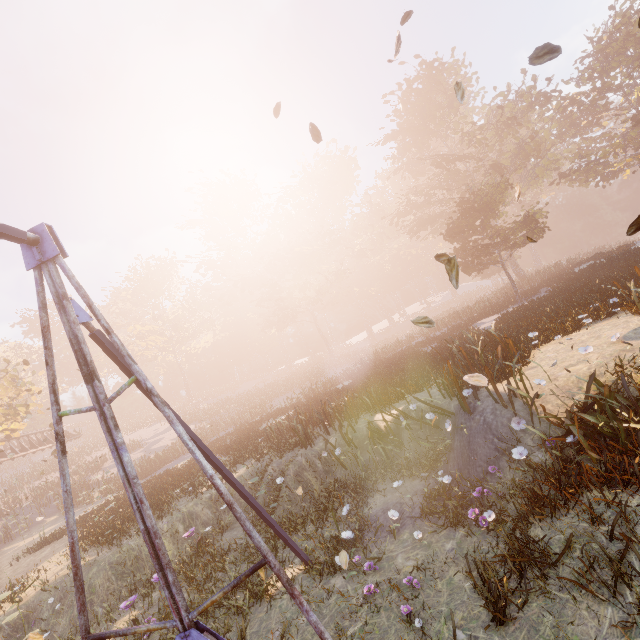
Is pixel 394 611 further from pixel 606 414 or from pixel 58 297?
pixel 58 297

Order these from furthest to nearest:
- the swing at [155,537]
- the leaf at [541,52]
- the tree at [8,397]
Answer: the tree at [8,397]
the leaf at [541,52]
the swing at [155,537]

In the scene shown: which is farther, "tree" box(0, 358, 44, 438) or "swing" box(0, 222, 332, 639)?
"tree" box(0, 358, 44, 438)

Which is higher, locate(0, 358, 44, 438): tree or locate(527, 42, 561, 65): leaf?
locate(0, 358, 44, 438): tree

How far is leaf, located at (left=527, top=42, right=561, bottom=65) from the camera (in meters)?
4.64

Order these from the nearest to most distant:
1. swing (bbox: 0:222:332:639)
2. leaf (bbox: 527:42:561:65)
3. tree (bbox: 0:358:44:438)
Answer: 1. swing (bbox: 0:222:332:639)
2. leaf (bbox: 527:42:561:65)
3. tree (bbox: 0:358:44:438)

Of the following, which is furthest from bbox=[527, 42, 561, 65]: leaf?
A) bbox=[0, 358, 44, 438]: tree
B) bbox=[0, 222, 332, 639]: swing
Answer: bbox=[0, 358, 44, 438]: tree

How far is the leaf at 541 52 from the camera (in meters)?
4.64
